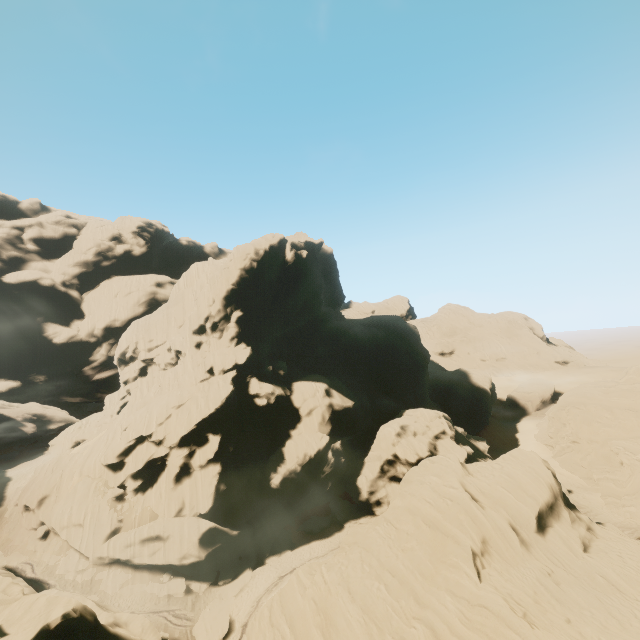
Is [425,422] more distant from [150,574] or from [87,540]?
[87,540]

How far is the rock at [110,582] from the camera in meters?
33.0 m

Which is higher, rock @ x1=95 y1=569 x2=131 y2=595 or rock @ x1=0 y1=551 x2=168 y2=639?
rock @ x1=0 y1=551 x2=168 y2=639

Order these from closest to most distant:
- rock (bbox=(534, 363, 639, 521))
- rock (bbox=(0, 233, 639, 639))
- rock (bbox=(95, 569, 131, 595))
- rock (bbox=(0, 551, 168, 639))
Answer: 1. rock (bbox=(0, 551, 168, 639))
2. rock (bbox=(0, 233, 639, 639))
3. rock (bbox=(95, 569, 131, 595))
4. rock (bbox=(534, 363, 639, 521))

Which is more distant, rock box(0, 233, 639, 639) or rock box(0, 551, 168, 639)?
rock box(0, 233, 639, 639)

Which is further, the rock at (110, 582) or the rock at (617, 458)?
the rock at (617, 458)

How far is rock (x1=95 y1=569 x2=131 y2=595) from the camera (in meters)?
32.97
